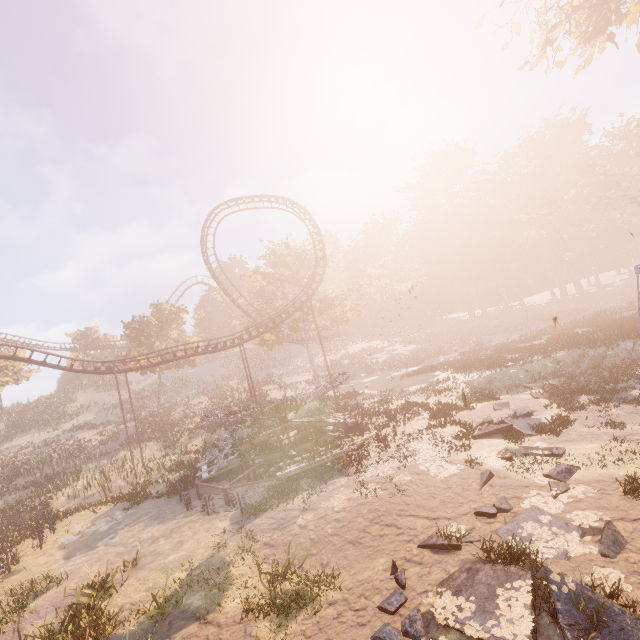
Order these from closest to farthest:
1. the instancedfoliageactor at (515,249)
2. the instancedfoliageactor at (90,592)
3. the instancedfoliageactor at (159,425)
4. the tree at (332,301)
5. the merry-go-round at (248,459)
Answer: the instancedfoliageactor at (90,592) → the merry-go-round at (248,459) → the instancedfoliageactor at (159,425) → the tree at (332,301) → the instancedfoliageactor at (515,249)

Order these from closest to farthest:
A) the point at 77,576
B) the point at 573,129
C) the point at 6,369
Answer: the point at 77,576 → the point at 6,369 → the point at 573,129

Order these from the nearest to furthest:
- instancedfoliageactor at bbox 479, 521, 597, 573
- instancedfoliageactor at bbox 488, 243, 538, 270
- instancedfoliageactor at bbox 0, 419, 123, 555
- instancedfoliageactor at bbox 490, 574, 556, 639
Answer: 1. instancedfoliageactor at bbox 490, 574, 556, 639
2. instancedfoliageactor at bbox 479, 521, 597, 573
3. instancedfoliageactor at bbox 0, 419, 123, 555
4. instancedfoliageactor at bbox 488, 243, 538, 270

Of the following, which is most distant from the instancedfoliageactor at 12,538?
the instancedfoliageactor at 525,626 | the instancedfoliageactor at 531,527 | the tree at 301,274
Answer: the instancedfoliageactor at 531,527

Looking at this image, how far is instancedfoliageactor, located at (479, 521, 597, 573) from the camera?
7.53m

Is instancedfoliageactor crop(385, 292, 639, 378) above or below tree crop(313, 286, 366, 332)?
below

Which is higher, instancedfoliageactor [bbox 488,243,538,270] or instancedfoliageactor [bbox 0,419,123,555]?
instancedfoliageactor [bbox 488,243,538,270]

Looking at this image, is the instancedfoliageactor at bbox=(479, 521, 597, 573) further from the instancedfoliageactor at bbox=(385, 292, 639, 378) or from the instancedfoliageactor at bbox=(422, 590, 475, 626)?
the instancedfoliageactor at bbox=(385, 292, 639, 378)
